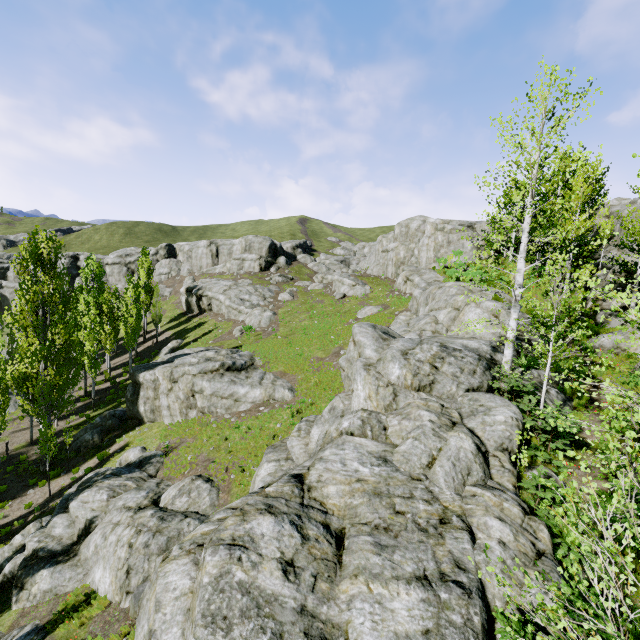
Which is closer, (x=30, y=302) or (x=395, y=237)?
(x=30, y=302)

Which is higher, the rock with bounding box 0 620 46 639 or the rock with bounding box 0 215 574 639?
the rock with bounding box 0 215 574 639

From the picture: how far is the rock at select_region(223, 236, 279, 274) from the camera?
57.81m

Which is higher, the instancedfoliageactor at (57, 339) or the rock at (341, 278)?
the rock at (341, 278)

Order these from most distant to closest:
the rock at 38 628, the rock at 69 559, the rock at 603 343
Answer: the rock at 603 343
the rock at 38 628
the rock at 69 559

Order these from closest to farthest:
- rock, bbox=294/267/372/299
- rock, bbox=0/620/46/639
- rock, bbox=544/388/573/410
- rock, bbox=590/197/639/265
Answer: rock, bbox=544/388/573/410, rock, bbox=0/620/46/639, rock, bbox=590/197/639/265, rock, bbox=294/267/372/299

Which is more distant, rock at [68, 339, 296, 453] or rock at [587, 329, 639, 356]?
rock at [68, 339, 296, 453]
